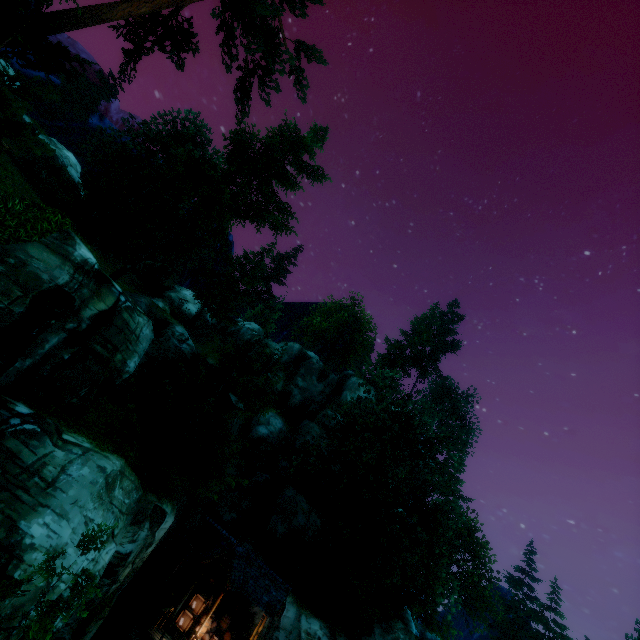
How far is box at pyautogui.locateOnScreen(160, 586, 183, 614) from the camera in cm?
1855

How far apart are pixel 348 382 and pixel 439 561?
22.8 meters

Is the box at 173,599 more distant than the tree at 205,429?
Yes

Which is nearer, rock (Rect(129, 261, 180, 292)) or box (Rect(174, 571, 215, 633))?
box (Rect(174, 571, 215, 633))

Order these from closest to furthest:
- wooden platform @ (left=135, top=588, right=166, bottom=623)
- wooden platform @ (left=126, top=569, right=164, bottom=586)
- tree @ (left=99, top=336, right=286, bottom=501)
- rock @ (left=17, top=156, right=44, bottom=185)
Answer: tree @ (left=99, top=336, right=286, bottom=501) → wooden platform @ (left=135, top=588, right=166, bottom=623) → wooden platform @ (left=126, top=569, right=164, bottom=586) → rock @ (left=17, top=156, right=44, bottom=185)

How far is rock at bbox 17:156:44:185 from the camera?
22.2m

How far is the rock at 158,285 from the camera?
40.6 meters

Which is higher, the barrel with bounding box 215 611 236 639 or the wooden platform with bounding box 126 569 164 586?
the barrel with bounding box 215 611 236 639
